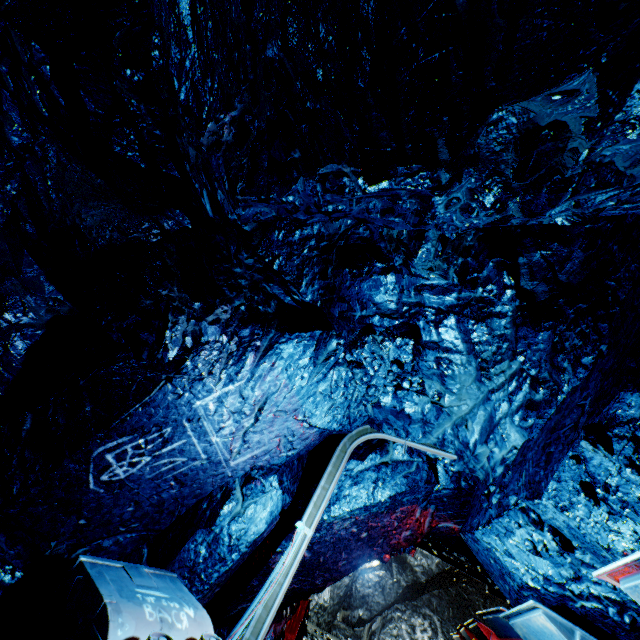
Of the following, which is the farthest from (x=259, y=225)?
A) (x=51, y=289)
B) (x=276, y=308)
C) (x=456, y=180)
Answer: (x=456, y=180)

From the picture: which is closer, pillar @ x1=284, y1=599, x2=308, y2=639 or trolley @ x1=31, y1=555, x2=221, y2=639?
trolley @ x1=31, y1=555, x2=221, y2=639

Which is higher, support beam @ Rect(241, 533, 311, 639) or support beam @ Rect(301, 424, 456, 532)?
support beam @ Rect(301, 424, 456, 532)

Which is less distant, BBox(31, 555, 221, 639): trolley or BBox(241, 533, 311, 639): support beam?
BBox(31, 555, 221, 639): trolley

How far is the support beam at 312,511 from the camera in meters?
4.6 m

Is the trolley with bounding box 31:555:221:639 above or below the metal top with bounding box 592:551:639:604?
below

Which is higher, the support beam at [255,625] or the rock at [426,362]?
the rock at [426,362]

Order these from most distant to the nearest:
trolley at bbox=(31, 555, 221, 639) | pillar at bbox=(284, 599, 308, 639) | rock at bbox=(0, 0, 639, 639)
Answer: pillar at bbox=(284, 599, 308, 639), trolley at bbox=(31, 555, 221, 639), rock at bbox=(0, 0, 639, 639)
